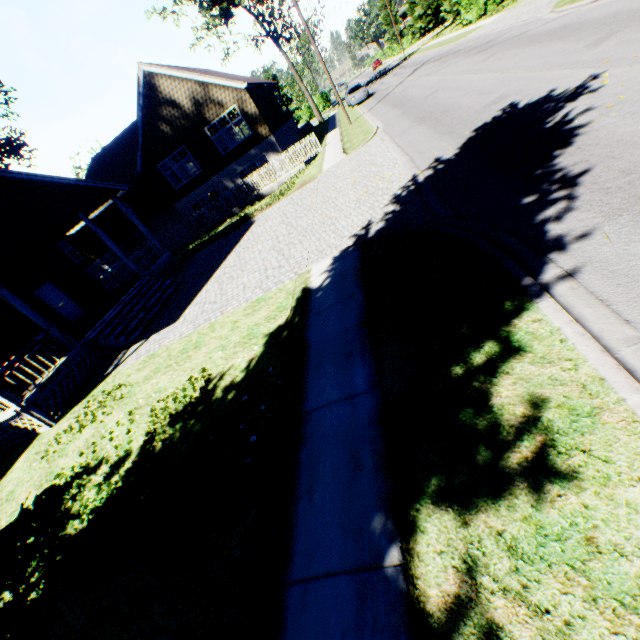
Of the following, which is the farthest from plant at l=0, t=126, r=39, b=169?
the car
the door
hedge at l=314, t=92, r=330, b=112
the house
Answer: hedge at l=314, t=92, r=330, b=112

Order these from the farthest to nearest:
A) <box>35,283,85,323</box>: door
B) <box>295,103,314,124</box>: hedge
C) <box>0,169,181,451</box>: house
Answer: <box>295,103,314,124</box>: hedge → <box>35,283,85,323</box>: door → <box>0,169,181,451</box>: house

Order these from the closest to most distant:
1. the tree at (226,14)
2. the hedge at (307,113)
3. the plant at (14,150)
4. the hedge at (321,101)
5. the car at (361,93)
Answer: the plant at (14,150) < the car at (361,93) < the tree at (226,14) < the hedge at (321,101) < the hedge at (307,113)

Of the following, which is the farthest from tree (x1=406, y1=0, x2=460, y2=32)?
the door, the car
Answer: the door

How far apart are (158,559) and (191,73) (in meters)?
26.71

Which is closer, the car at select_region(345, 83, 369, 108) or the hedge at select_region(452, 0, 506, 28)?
the hedge at select_region(452, 0, 506, 28)

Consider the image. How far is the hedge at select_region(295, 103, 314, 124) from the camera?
57.1 meters

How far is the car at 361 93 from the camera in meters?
31.0
